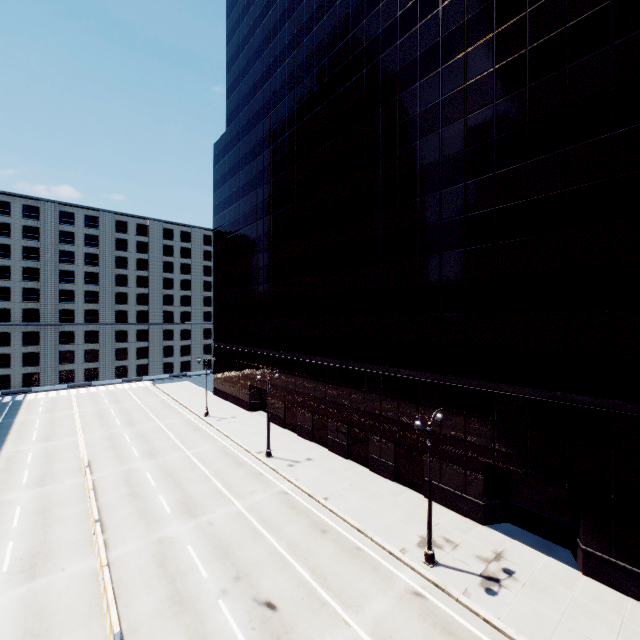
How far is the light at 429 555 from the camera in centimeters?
1579cm

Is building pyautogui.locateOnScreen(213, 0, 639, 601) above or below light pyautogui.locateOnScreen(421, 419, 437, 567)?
above

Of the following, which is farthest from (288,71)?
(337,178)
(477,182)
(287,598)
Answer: (287,598)

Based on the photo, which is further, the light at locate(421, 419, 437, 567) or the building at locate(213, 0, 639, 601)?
the light at locate(421, 419, 437, 567)

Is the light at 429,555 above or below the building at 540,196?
below

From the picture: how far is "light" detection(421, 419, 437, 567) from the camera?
15.79m
